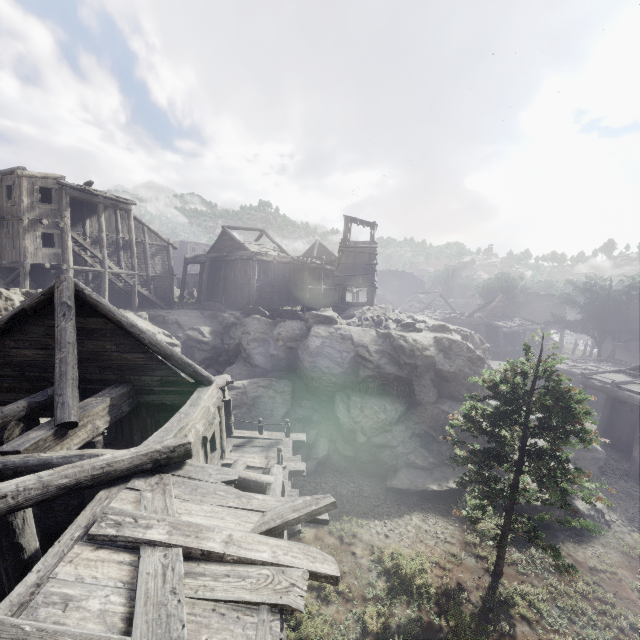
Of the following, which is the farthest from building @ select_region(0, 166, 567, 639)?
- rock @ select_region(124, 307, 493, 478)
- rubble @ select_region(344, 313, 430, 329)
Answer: rubble @ select_region(344, 313, 430, 329)

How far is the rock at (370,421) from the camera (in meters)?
15.98

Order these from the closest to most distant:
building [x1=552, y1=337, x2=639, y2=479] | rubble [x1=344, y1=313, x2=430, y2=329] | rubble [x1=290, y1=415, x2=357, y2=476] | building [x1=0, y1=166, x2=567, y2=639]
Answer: building [x1=0, y1=166, x2=567, y2=639] < rubble [x1=290, y1=415, x2=357, y2=476] < building [x1=552, y1=337, x2=639, y2=479] < rubble [x1=344, y1=313, x2=430, y2=329]

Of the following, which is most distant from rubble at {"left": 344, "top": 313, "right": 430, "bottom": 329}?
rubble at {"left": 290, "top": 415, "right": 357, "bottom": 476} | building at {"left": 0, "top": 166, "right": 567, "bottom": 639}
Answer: rubble at {"left": 290, "top": 415, "right": 357, "bottom": 476}

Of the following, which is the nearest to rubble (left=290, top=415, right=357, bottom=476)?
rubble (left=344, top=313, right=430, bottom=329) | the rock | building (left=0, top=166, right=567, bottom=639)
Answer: the rock

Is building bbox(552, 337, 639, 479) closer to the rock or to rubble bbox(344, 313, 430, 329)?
the rock

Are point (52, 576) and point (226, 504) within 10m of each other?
yes

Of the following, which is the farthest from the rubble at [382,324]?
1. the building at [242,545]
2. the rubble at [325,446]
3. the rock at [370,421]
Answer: the rubble at [325,446]
